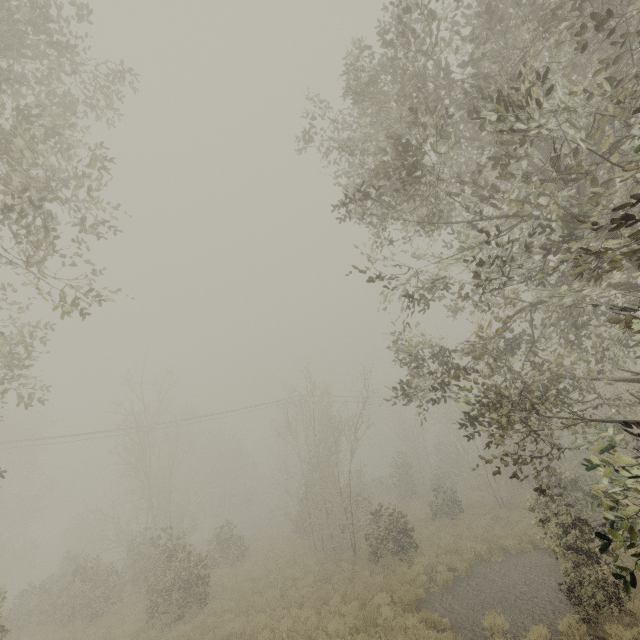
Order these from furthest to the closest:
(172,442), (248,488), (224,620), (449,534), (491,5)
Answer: (248,488) < (172,442) < (449,534) < (224,620) < (491,5)
